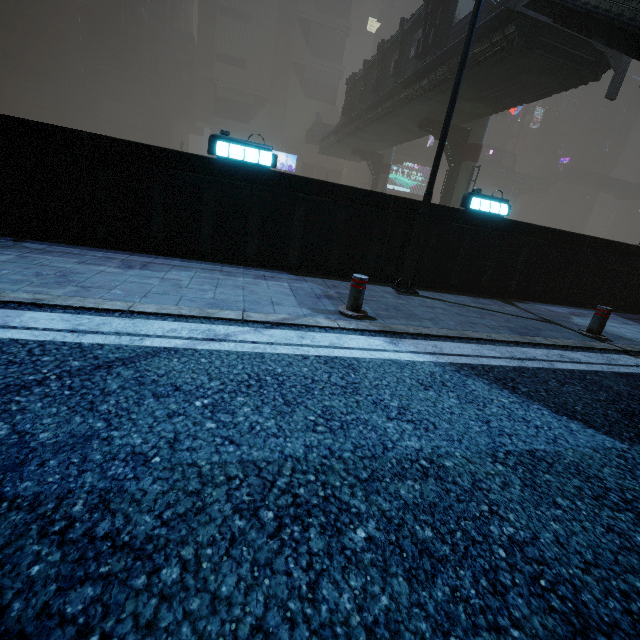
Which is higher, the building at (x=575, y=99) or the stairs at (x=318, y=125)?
the building at (x=575, y=99)

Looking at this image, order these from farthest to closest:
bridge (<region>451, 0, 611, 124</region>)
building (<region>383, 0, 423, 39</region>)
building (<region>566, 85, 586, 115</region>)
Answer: building (<region>566, 85, 586, 115</region>)
building (<region>383, 0, 423, 39</region>)
bridge (<region>451, 0, 611, 124</region>)

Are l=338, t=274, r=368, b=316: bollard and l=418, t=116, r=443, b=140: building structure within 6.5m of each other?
no

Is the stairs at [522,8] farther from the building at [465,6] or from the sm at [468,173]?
the sm at [468,173]

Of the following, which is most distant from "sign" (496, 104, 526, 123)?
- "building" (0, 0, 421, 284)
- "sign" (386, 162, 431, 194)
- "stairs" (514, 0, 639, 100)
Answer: "stairs" (514, 0, 639, 100)

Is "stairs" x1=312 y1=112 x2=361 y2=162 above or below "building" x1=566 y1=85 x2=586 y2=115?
below

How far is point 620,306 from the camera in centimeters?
981cm

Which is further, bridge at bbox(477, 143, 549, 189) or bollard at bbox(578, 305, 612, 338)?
bridge at bbox(477, 143, 549, 189)
